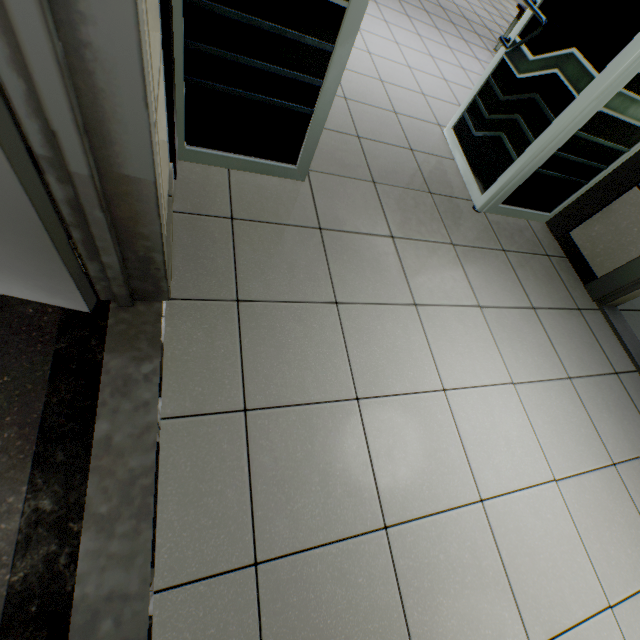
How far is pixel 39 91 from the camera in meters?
0.6 m

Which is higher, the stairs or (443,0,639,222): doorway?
(443,0,639,222): doorway

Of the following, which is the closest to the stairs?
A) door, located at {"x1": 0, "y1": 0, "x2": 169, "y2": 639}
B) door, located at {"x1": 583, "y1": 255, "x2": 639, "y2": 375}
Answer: door, located at {"x1": 0, "y1": 0, "x2": 169, "y2": 639}

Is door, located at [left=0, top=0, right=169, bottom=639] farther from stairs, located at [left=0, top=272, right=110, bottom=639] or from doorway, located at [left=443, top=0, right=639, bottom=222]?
doorway, located at [left=443, top=0, right=639, bottom=222]

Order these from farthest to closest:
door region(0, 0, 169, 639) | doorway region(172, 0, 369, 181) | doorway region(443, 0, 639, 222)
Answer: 1. doorway region(443, 0, 639, 222)
2. doorway region(172, 0, 369, 181)
3. door region(0, 0, 169, 639)

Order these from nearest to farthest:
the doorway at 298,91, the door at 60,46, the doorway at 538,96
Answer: the door at 60,46
the doorway at 298,91
the doorway at 538,96

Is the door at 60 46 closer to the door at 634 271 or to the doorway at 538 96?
the doorway at 538 96

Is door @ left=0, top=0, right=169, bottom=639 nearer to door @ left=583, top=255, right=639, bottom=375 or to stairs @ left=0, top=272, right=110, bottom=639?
stairs @ left=0, top=272, right=110, bottom=639
